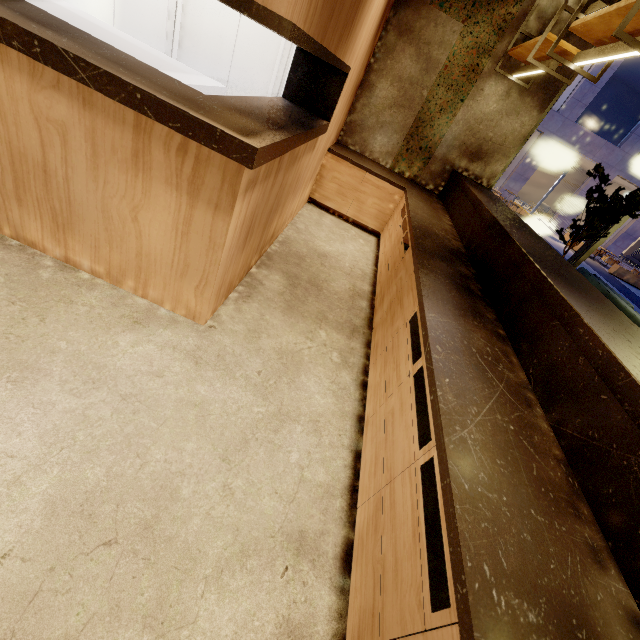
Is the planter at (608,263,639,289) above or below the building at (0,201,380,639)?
below

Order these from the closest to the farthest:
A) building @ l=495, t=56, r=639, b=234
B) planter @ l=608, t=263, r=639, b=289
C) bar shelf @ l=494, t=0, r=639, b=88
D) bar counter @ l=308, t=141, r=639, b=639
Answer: bar counter @ l=308, t=141, r=639, b=639, bar shelf @ l=494, t=0, r=639, b=88, planter @ l=608, t=263, r=639, b=289, building @ l=495, t=56, r=639, b=234

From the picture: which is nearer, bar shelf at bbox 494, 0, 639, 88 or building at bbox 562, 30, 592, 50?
bar shelf at bbox 494, 0, 639, 88

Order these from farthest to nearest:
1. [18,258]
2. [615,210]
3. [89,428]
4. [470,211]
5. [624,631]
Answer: [615,210] → [470,211] → [18,258] → [89,428] → [624,631]

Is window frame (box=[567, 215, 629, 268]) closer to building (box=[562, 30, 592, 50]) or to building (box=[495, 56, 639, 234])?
building (box=[562, 30, 592, 50])

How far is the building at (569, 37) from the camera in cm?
385

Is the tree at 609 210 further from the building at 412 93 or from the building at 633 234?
the building at 633 234
